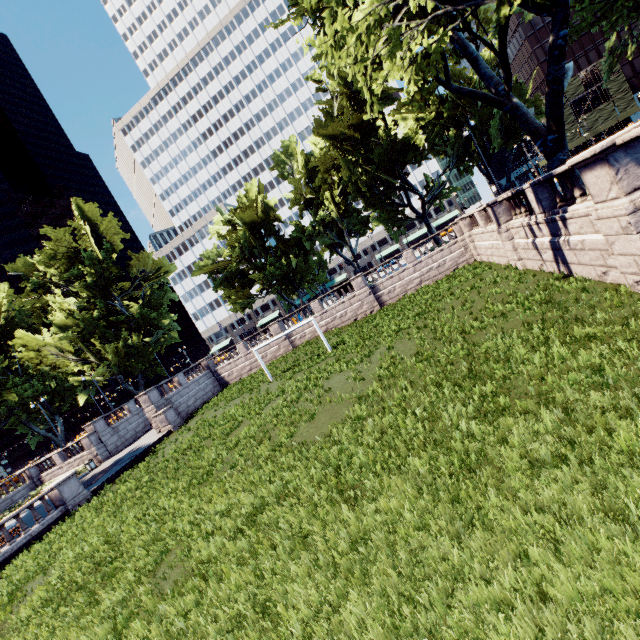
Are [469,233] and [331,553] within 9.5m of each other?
no

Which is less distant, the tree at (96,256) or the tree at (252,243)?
the tree at (252,243)

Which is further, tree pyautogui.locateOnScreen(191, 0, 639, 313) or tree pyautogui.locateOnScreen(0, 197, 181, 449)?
tree pyautogui.locateOnScreen(0, 197, 181, 449)
